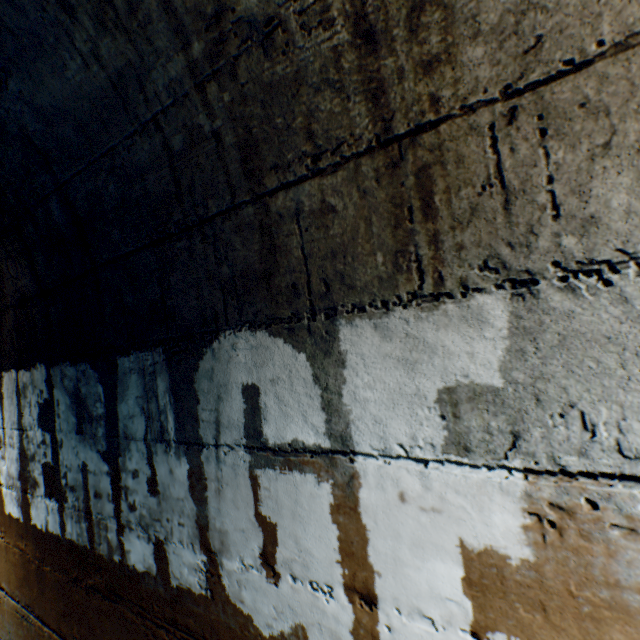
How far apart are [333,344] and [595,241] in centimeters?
52cm
